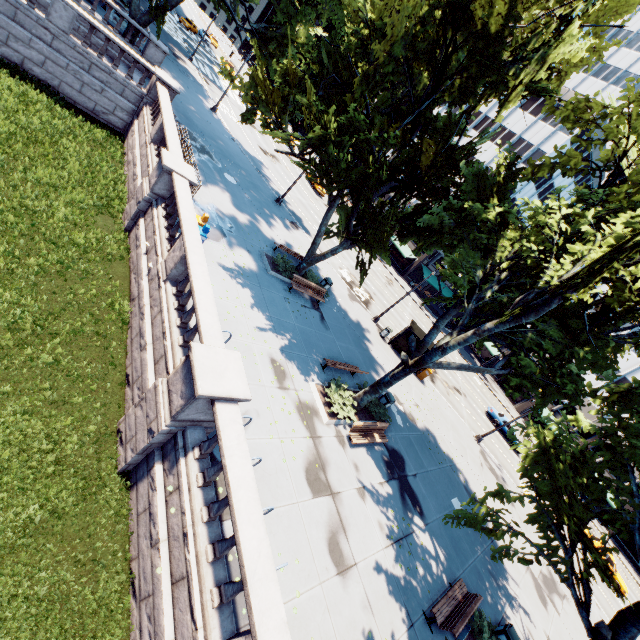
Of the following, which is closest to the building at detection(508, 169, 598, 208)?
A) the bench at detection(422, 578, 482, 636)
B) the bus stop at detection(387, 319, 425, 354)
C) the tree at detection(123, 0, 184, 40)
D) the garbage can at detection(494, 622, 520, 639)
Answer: the tree at detection(123, 0, 184, 40)

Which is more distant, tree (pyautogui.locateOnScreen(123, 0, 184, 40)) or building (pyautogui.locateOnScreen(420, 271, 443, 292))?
building (pyautogui.locateOnScreen(420, 271, 443, 292))

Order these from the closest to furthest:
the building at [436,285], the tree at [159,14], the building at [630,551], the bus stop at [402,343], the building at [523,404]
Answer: the tree at [159,14] < the bus stop at [402,343] < the building at [630,551] < the building at [523,404] < the building at [436,285]

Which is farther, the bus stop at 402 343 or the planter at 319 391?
the bus stop at 402 343

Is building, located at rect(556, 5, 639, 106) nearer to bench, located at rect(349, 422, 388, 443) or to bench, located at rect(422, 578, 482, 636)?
bench, located at rect(349, 422, 388, 443)

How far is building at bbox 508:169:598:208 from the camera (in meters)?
47.31

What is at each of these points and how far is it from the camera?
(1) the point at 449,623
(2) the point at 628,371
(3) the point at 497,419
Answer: (1) bench, 10.1m
(2) building, 44.9m
(3) vehicle, 34.4m
